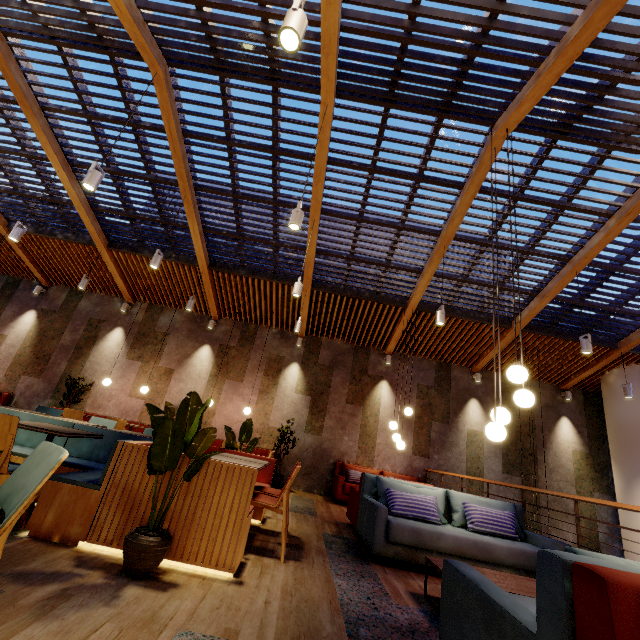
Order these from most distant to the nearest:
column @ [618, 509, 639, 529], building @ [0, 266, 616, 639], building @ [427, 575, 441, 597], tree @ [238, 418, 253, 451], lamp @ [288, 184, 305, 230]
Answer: column @ [618, 509, 639, 529], tree @ [238, 418, 253, 451], lamp @ [288, 184, 305, 230], building @ [427, 575, 441, 597], building @ [0, 266, 616, 639]

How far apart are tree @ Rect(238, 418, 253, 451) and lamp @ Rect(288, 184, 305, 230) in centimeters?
317cm

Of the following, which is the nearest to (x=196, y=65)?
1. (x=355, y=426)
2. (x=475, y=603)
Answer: (x=475, y=603)

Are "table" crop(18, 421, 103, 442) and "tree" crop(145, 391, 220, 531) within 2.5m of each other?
yes

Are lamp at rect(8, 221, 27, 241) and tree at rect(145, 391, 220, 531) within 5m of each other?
no

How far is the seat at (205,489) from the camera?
2.56m

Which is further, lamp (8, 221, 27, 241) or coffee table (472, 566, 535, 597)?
lamp (8, 221, 27, 241)

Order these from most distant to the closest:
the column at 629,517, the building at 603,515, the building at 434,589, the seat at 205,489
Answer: the building at 603,515
the column at 629,517
the building at 434,589
the seat at 205,489
